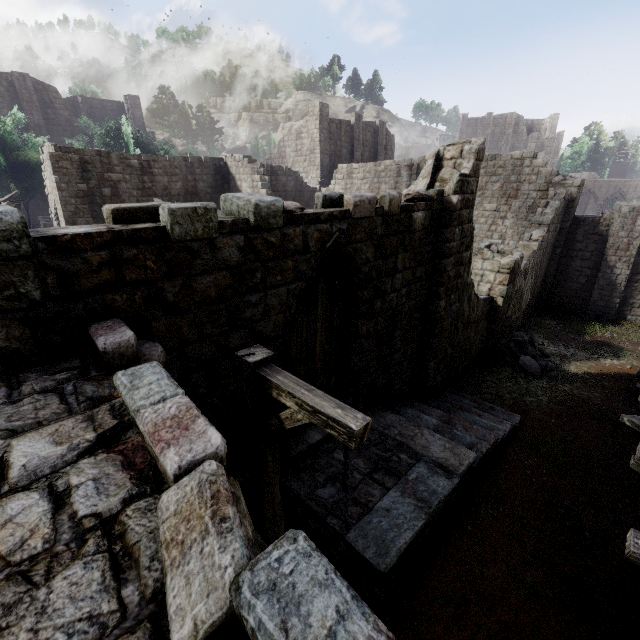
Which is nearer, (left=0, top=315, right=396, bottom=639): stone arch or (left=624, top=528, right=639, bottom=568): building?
(left=0, top=315, right=396, bottom=639): stone arch

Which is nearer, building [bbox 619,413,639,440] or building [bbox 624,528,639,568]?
building [bbox 624,528,639,568]

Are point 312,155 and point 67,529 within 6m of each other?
no

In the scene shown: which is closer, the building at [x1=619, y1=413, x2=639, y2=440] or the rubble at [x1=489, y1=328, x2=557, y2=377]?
the building at [x1=619, y1=413, x2=639, y2=440]

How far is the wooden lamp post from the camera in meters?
2.5 m

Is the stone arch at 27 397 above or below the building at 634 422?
above

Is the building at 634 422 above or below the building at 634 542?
below

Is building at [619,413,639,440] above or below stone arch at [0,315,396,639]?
below
